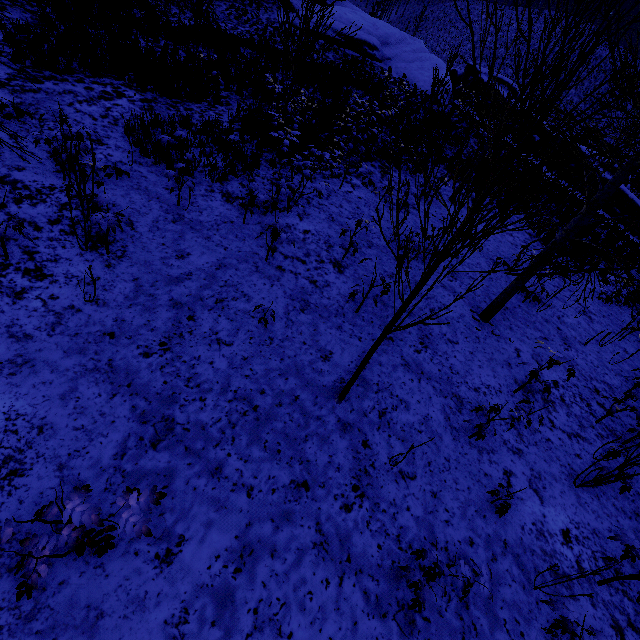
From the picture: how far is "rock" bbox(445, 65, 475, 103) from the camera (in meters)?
Result: 25.29

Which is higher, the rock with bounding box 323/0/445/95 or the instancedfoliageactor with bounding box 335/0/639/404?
the rock with bounding box 323/0/445/95

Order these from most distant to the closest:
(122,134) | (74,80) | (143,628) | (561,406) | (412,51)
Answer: (412,51)
(74,80)
(122,134)
(561,406)
(143,628)

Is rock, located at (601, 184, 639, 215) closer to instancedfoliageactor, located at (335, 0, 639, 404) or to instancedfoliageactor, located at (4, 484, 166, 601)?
instancedfoliageactor, located at (335, 0, 639, 404)

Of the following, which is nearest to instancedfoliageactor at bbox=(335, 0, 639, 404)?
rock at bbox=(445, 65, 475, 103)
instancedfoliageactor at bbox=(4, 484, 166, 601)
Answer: instancedfoliageactor at bbox=(4, 484, 166, 601)

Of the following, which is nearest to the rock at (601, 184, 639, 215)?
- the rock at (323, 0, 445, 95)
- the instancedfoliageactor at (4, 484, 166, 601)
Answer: the rock at (323, 0, 445, 95)

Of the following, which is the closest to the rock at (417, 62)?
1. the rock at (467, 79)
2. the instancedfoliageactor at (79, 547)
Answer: the rock at (467, 79)

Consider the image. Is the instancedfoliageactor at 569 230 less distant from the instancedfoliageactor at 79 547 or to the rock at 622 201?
the instancedfoliageactor at 79 547
